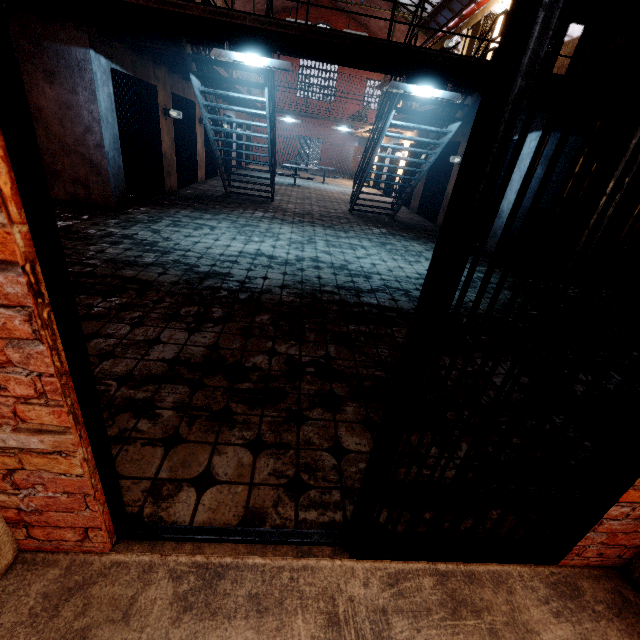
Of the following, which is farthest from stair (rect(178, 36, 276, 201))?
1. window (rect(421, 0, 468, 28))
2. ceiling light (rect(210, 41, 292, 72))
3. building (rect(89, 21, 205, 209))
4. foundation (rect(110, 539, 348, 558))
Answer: foundation (rect(110, 539, 348, 558))

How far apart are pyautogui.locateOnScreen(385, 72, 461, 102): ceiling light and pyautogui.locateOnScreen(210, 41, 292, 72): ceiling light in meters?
1.4

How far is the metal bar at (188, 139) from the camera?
9.0 meters

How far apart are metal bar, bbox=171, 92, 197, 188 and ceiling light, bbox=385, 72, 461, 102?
6.4m

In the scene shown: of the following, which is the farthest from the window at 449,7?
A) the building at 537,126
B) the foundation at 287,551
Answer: the foundation at 287,551

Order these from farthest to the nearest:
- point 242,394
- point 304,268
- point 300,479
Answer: point 304,268, point 242,394, point 300,479

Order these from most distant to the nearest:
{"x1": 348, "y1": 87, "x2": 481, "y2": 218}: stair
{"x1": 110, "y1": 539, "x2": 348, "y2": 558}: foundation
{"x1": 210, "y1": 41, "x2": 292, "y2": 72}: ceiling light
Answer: {"x1": 348, "y1": 87, "x2": 481, "y2": 218}: stair → {"x1": 210, "y1": 41, "x2": 292, "y2": 72}: ceiling light → {"x1": 110, "y1": 539, "x2": 348, "y2": 558}: foundation

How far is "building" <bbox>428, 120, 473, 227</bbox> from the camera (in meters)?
8.94
